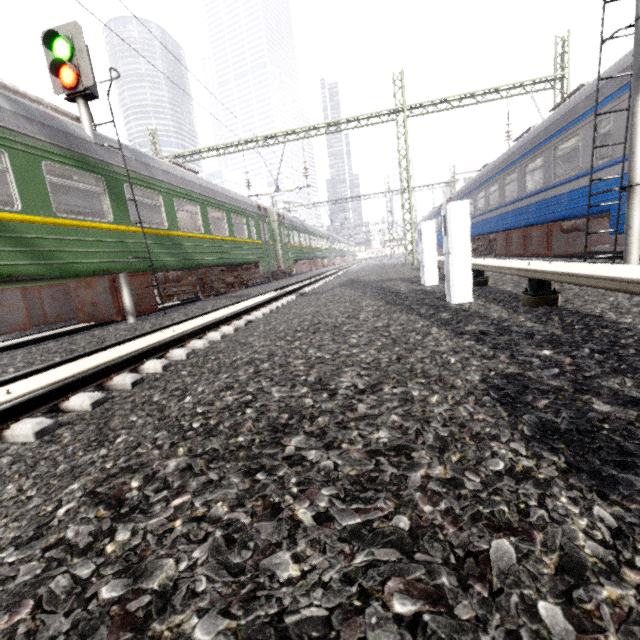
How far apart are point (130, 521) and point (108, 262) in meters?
7.0

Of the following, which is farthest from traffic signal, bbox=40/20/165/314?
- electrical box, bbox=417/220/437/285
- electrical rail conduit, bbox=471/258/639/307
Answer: electrical rail conduit, bbox=471/258/639/307

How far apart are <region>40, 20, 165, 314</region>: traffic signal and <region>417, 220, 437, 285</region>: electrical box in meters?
6.4 m

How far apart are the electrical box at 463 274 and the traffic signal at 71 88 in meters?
6.6

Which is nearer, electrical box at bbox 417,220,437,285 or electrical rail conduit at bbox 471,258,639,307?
electrical rail conduit at bbox 471,258,639,307

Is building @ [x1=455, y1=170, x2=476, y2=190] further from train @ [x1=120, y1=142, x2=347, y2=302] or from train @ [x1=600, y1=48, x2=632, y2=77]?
train @ [x1=120, y1=142, x2=347, y2=302]

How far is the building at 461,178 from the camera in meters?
44.7

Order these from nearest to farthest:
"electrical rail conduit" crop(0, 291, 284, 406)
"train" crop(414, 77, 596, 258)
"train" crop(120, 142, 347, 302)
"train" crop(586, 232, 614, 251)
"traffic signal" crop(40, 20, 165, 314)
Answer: "electrical rail conduit" crop(0, 291, 284, 406)
"traffic signal" crop(40, 20, 165, 314)
"train" crop(414, 77, 596, 258)
"train" crop(120, 142, 347, 302)
"train" crop(586, 232, 614, 251)
